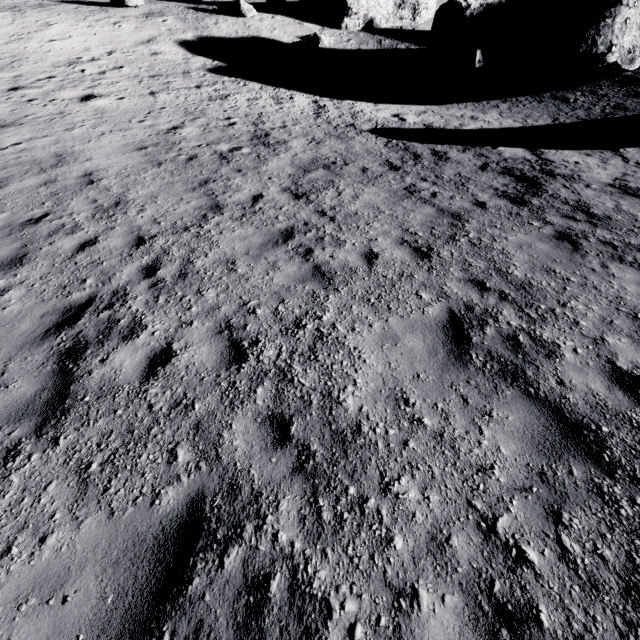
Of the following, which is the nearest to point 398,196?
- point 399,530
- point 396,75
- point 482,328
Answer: point 482,328
